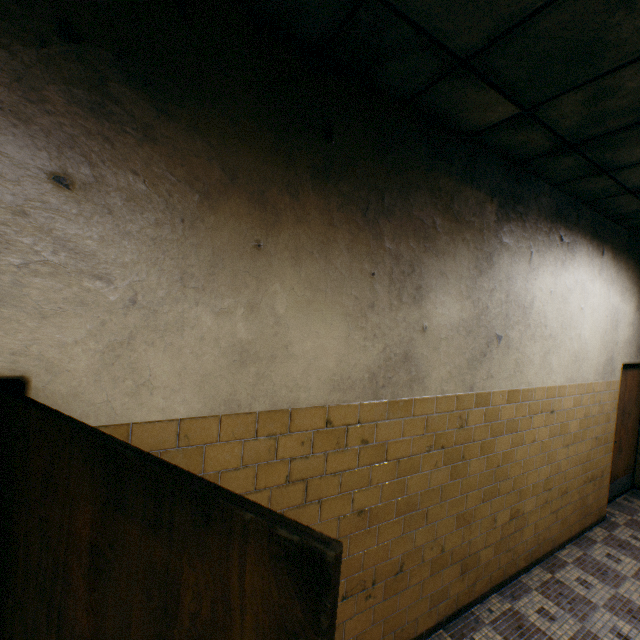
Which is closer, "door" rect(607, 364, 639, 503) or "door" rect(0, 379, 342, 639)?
"door" rect(0, 379, 342, 639)

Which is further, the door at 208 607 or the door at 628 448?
the door at 628 448

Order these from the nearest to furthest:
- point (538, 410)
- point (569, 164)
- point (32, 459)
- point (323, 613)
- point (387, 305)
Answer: Answer:
1. point (323, 613)
2. point (32, 459)
3. point (387, 305)
4. point (569, 164)
5. point (538, 410)
